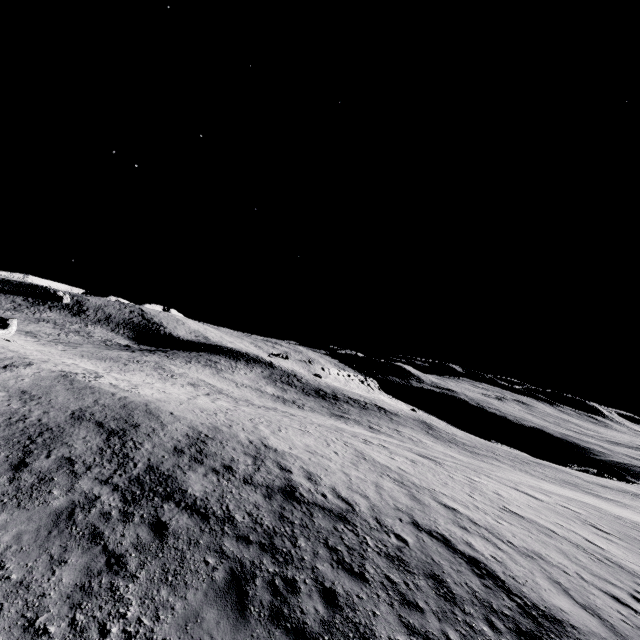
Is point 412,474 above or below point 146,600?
above
